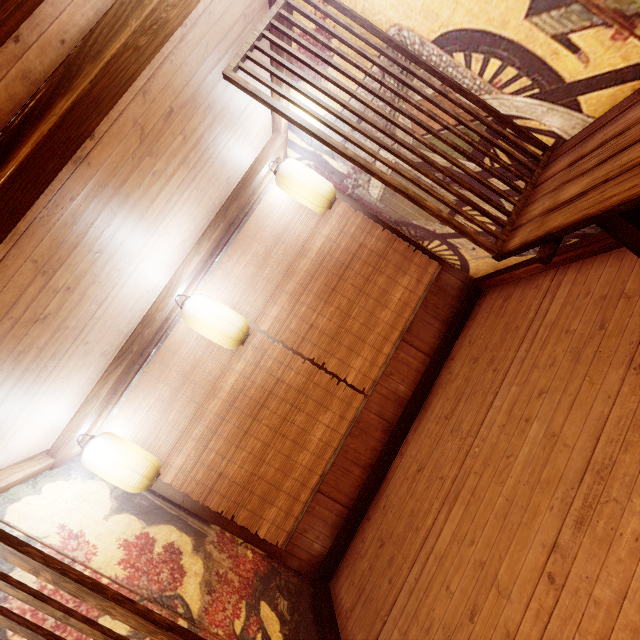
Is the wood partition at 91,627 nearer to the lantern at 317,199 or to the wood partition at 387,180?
the wood partition at 387,180

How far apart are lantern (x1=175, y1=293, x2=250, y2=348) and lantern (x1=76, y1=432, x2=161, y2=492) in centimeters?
209cm

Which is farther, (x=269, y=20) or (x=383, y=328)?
(x=383, y=328)

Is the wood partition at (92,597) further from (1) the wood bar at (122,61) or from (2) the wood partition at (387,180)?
(2) the wood partition at (387,180)

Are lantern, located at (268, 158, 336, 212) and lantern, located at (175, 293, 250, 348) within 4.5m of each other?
yes

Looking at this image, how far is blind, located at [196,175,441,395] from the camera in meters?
6.5

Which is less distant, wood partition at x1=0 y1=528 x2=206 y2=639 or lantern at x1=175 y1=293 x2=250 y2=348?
wood partition at x1=0 y1=528 x2=206 y2=639

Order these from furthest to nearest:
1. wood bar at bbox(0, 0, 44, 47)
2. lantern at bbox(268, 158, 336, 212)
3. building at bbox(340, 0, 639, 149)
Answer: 1. lantern at bbox(268, 158, 336, 212)
2. building at bbox(340, 0, 639, 149)
3. wood bar at bbox(0, 0, 44, 47)
